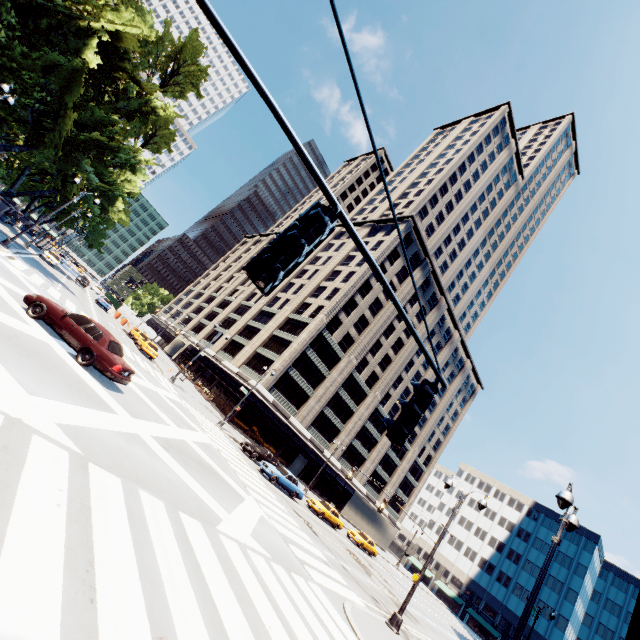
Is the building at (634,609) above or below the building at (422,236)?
below

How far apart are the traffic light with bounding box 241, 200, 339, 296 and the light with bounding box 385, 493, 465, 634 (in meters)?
17.77

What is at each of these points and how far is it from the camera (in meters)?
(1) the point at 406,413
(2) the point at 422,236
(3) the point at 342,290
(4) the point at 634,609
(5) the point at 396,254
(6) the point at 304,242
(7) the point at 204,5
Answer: (1) traffic light, 3.80
(2) building, 57.00
(3) building, 49.62
(4) building, 13.38
(5) building, 55.50
(6) traffic light, 2.48
(7) light, 1.88

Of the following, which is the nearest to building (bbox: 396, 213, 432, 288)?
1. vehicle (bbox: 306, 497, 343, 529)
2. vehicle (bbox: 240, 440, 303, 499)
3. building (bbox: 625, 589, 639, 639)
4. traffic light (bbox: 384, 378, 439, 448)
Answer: vehicle (bbox: 306, 497, 343, 529)

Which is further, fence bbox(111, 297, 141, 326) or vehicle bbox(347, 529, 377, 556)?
fence bbox(111, 297, 141, 326)

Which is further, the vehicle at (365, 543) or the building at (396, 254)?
the building at (396, 254)

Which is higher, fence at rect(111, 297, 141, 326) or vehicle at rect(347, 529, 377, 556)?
fence at rect(111, 297, 141, 326)

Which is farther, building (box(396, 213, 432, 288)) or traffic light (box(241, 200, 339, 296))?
building (box(396, 213, 432, 288))
